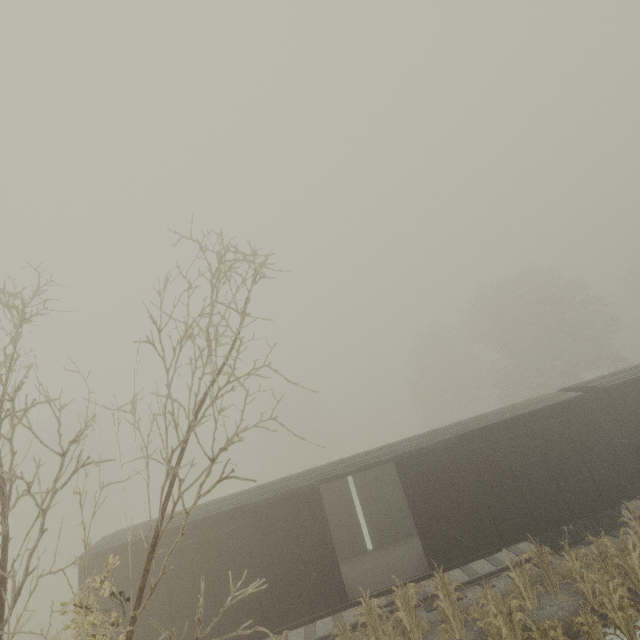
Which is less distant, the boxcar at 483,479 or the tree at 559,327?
the boxcar at 483,479

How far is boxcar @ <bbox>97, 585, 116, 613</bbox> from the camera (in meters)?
9.76

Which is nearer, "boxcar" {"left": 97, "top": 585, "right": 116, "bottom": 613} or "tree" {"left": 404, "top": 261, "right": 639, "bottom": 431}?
"boxcar" {"left": 97, "top": 585, "right": 116, "bottom": 613}

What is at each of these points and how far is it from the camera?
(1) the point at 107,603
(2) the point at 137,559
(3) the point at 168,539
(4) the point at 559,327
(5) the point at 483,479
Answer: (1) boxcar, 9.8m
(2) boxcar, 10.2m
(3) boxcar, 10.4m
(4) tree, 32.2m
(5) boxcar, 11.2m

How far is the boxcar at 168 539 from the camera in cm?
1014
